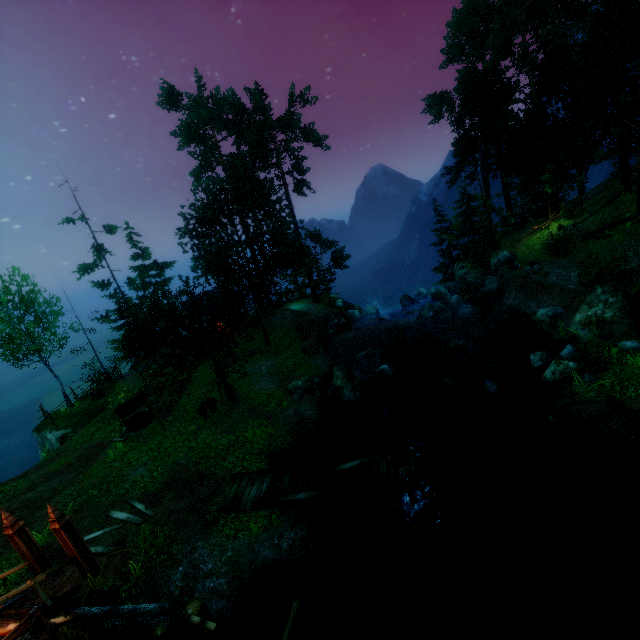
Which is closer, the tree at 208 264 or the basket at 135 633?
the basket at 135 633

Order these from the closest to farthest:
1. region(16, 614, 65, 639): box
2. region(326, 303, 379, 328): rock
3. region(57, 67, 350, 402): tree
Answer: region(16, 614, 65, 639): box, region(57, 67, 350, 402): tree, region(326, 303, 379, 328): rock

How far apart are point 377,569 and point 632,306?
14.2 meters

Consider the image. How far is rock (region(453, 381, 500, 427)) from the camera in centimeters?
1413cm

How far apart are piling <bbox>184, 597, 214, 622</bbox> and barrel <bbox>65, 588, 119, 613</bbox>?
0.62m

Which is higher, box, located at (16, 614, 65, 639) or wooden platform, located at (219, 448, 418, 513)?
box, located at (16, 614, 65, 639)

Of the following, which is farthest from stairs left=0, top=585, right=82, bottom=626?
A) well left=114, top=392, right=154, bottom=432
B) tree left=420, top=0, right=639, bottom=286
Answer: well left=114, top=392, right=154, bottom=432

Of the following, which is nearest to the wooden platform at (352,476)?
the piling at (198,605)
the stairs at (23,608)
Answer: the piling at (198,605)
